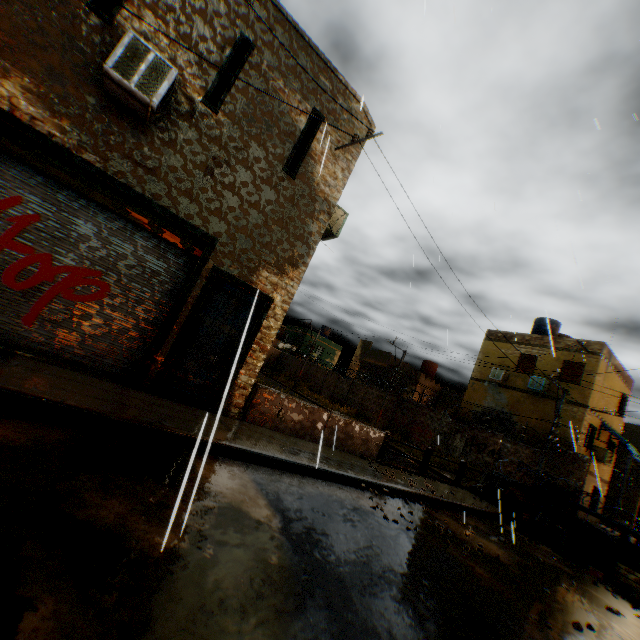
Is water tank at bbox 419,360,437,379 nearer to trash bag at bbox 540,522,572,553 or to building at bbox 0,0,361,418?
building at bbox 0,0,361,418

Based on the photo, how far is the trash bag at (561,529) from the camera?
9.6 meters

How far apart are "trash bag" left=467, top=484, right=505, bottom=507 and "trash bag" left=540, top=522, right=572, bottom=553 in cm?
140

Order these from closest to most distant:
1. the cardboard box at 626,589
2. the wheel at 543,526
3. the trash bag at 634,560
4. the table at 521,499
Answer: the cardboard box at 626,589
the trash bag at 634,560
the wheel at 543,526
the table at 521,499

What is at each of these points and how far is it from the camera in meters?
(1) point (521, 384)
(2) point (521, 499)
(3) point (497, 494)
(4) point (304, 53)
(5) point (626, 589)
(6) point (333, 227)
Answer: (1) building, 21.0
(2) table, 11.2
(3) trash bag, 11.7
(4) building, 7.5
(5) cardboard box, 7.6
(6) air conditioner, 9.0

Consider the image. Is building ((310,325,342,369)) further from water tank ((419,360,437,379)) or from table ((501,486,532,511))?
table ((501,486,532,511))

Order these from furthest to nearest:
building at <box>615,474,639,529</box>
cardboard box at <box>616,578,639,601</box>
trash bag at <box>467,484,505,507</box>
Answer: building at <box>615,474,639,529</box> → trash bag at <box>467,484,505,507</box> → cardboard box at <box>616,578,639,601</box>

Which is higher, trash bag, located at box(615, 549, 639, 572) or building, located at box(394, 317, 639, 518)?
building, located at box(394, 317, 639, 518)
